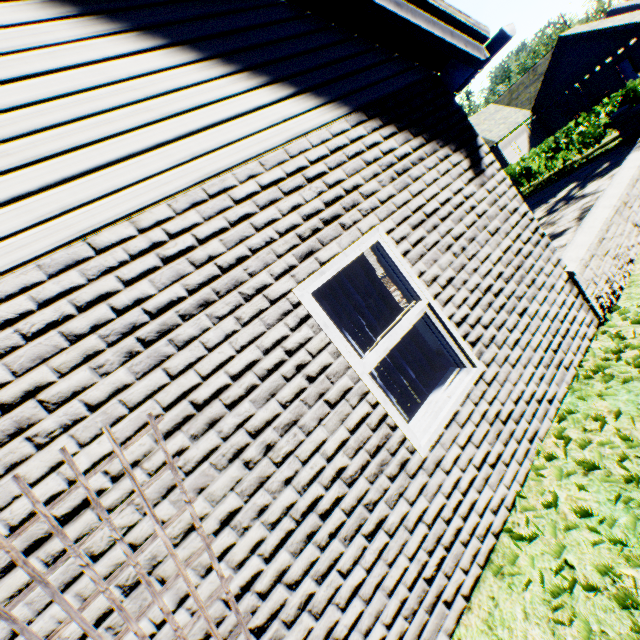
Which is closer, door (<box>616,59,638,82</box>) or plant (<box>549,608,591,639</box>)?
plant (<box>549,608,591,639</box>)

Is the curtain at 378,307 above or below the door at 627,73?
above

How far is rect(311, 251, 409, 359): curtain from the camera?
2.78m

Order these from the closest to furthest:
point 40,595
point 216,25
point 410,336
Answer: point 40,595 < point 216,25 < point 410,336

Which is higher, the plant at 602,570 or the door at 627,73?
the plant at 602,570

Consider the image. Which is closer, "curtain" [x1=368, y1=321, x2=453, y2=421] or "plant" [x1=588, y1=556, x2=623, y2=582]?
"plant" [x1=588, y1=556, x2=623, y2=582]

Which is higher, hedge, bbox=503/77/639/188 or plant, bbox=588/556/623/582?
plant, bbox=588/556/623/582
